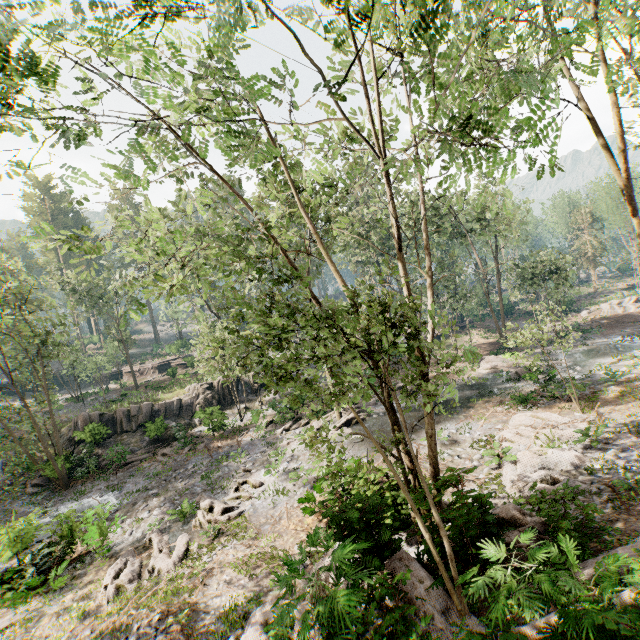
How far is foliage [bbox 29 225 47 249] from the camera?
8.29m

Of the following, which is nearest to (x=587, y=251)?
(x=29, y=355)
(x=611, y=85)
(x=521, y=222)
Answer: (x=521, y=222)

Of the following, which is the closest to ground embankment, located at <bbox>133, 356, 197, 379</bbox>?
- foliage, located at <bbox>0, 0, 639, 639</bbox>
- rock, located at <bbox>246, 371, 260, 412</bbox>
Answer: foliage, located at <bbox>0, 0, 639, 639</bbox>

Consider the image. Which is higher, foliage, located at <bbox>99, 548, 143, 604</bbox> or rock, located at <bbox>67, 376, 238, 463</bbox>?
rock, located at <bbox>67, 376, 238, 463</bbox>

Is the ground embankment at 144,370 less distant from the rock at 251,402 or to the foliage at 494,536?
the foliage at 494,536

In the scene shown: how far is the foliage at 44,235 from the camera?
8.29m

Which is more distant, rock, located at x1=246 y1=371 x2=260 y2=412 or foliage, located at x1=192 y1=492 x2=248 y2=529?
rock, located at x1=246 y1=371 x2=260 y2=412
